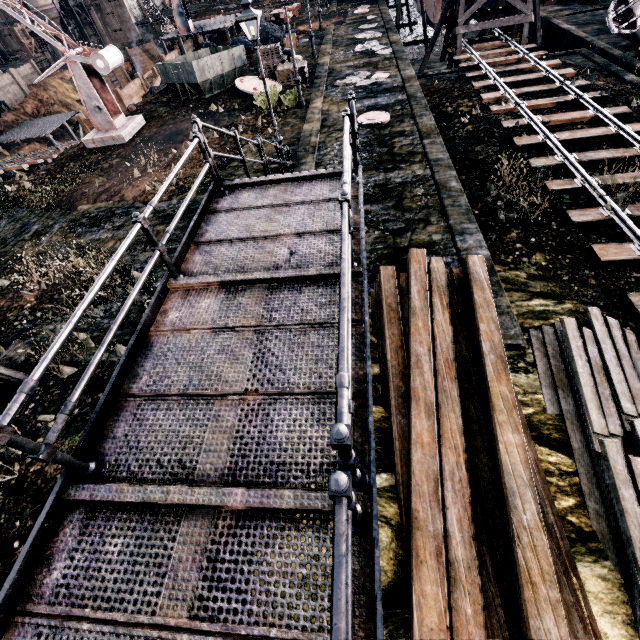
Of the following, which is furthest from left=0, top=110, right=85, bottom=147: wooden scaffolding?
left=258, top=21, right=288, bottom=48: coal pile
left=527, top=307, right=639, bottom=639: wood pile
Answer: left=527, top=307, right=639, bottom=639: wood pile

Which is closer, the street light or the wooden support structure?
the street light

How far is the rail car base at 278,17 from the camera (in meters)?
36.84

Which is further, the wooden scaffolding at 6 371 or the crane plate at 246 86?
the crane plate at 246 86

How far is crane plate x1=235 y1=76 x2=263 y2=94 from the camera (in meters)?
21.70

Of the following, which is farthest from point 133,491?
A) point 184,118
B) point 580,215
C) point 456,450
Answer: point 184,118

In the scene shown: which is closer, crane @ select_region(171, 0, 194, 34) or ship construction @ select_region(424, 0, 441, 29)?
ship construction @ select_region(424, 0, 441, 29)

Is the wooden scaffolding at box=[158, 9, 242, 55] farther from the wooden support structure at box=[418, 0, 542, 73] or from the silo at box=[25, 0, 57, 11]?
the silo at box=[25, 0, 57, 11]
